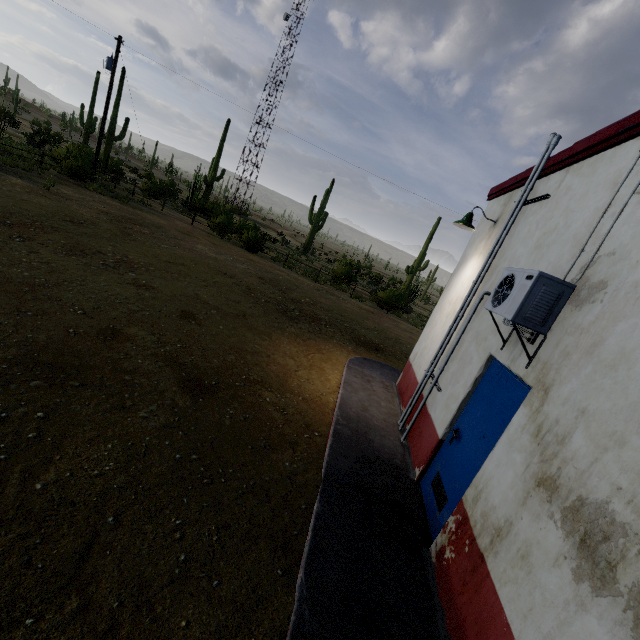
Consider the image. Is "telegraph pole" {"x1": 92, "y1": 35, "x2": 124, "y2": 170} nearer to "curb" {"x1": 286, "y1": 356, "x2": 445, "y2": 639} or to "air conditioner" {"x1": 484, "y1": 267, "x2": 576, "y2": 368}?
"curb" {"x1": 286, "y1": 356, "x2": 445, "y2": 639}

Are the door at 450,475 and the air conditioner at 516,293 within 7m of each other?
yes

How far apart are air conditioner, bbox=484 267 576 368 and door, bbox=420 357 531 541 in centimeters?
24cm

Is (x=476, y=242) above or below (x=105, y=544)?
above

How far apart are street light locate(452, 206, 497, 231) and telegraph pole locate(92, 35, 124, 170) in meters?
24.7

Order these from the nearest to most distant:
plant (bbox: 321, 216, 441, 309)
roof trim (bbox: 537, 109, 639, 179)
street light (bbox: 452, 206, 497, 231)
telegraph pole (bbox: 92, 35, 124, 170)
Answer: roof trim (bbox: 537, 109, 639, 179) < street light (bbox: 452, 206, 497, 231) < telegraph pole (bbox: 92, 35, 124, 170) < plant (bbox: 321, 216, 441, 309)

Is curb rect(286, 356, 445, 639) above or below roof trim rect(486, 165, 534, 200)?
below

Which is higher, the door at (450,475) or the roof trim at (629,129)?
the roof trim at (629,129)
